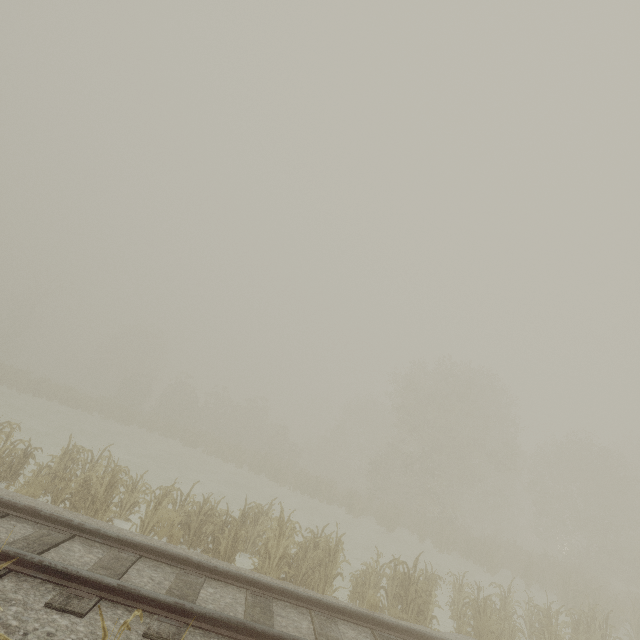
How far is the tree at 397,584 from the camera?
7.9 meters

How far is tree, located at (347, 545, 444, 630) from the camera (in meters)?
7.92

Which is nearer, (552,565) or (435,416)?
(552,565)
